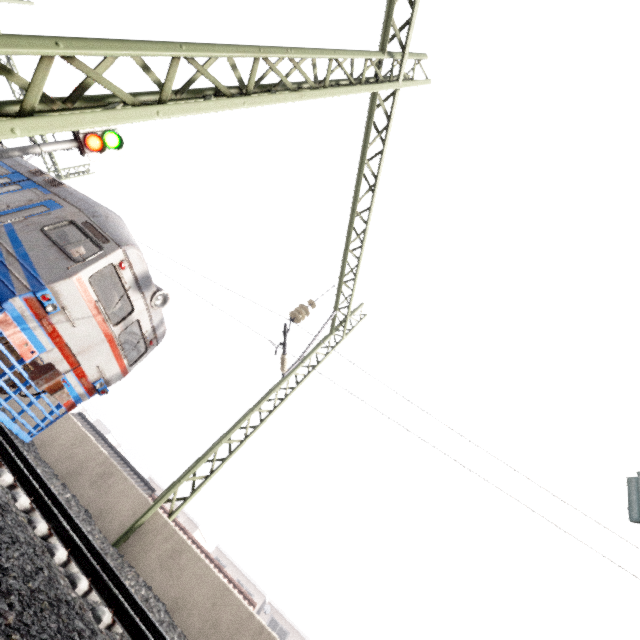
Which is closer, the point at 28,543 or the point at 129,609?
the point at 28,543

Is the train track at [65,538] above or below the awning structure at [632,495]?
below

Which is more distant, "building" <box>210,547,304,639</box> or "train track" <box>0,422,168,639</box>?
"building" <box>210,547,304,639</box>

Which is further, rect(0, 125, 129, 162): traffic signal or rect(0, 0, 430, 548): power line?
rect(0, 125, 129, 162): traffic signal

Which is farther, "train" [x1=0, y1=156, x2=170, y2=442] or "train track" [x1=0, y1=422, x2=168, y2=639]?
"train" [x1=0, y1=156, x2=170, y2=442]

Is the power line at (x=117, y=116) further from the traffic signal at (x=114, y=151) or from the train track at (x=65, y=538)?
the traffic signal at (x=114, y=151)

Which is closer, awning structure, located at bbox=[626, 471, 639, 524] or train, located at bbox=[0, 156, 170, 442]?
awning structure, located at bbox=[626, 471, 639, 524]

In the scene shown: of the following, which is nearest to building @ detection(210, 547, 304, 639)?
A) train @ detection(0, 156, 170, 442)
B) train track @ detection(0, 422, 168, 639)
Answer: train @ detection(0, 156, 170, 442)
